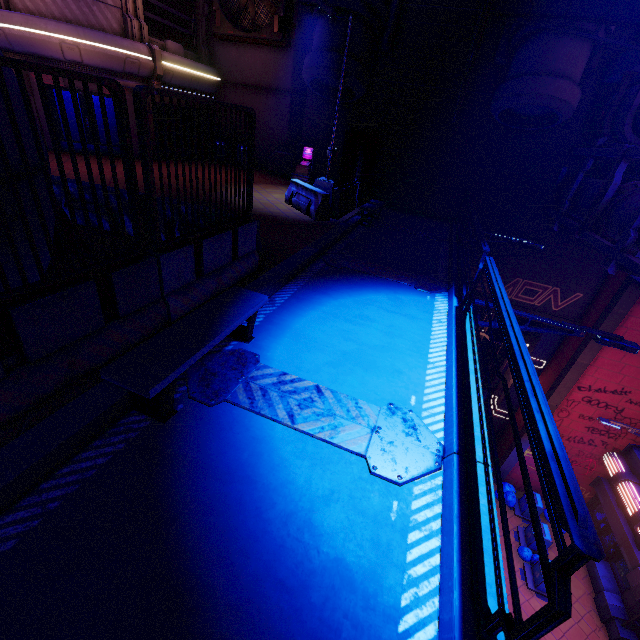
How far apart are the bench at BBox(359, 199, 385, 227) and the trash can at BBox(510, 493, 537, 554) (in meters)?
16.02

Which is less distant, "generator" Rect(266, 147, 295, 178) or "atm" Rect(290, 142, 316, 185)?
"atm" Rect(290, 142, 316, 185)

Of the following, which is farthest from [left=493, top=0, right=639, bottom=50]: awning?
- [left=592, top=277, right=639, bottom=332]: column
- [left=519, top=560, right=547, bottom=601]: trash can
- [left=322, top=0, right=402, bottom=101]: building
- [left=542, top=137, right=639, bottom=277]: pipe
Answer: [left=519, top=560, right=547, bottom=601]: trash can

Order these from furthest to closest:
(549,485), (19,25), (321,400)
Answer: (19,25), (321,400), (549,485)

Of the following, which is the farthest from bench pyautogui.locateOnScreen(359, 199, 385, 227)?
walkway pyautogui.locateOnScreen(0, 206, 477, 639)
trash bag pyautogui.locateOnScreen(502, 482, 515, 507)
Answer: trash bag pyautogui.locateOnScreen(502, 482, 515, 507)

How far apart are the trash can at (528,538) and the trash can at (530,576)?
0.46m

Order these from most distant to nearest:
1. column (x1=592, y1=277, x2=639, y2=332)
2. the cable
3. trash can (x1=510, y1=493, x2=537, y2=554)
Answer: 1. trash can (x1=510, y1=493, x2=537, y2=554)
2. column (x1=592, y1=277, x2=639, y2=332)
3. the cable

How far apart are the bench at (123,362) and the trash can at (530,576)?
17.1m
